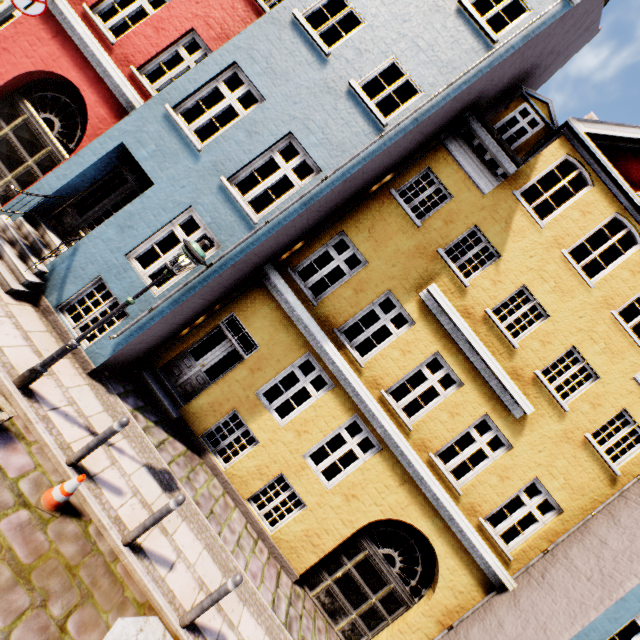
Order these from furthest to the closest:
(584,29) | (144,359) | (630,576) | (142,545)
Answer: (584,29)
(144,359)
(630,576)
(142,545)

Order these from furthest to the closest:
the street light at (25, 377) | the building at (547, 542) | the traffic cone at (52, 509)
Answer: the building at (547, 542)
the street light at (25, 377)
the traffic cone at (52, 509)

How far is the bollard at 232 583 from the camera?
4.82m

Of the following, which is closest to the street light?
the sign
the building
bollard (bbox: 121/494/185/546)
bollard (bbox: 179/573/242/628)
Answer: the building

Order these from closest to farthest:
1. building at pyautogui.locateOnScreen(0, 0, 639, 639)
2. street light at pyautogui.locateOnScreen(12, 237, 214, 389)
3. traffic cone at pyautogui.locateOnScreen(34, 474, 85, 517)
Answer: traffic cone at pyautogui.locateOnScreen(34, 474, 85, 517) < street light at pyautogui.locateOnScreen(12, 237, 214, 389) < building at pyautogui.locateOnScreen(0, 0, 639, 639)

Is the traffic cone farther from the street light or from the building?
the building

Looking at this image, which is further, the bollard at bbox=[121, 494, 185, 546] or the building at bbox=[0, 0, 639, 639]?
the building at bbox=[0, 0, 639, 639]

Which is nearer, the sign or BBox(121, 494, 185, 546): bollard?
BBox(121, 494, 185, 546): bollard
